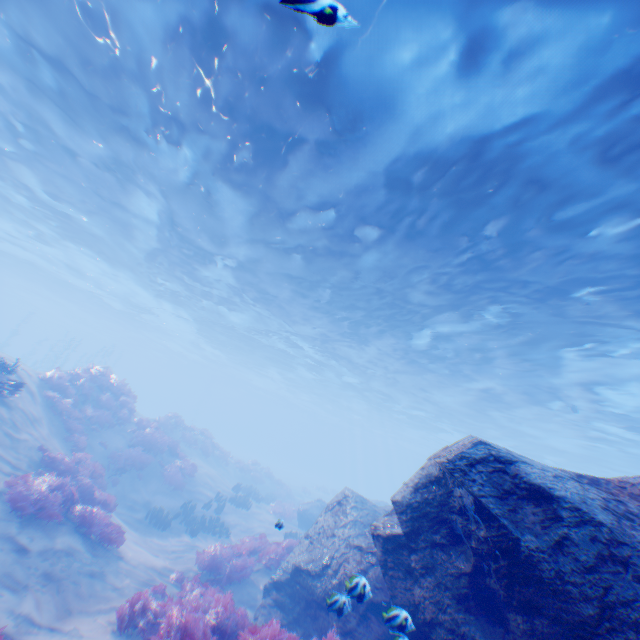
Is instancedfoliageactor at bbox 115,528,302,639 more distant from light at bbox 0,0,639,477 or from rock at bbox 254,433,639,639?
light at bbox 0,0,639,477

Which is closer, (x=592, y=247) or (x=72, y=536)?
(x=72, y=536)

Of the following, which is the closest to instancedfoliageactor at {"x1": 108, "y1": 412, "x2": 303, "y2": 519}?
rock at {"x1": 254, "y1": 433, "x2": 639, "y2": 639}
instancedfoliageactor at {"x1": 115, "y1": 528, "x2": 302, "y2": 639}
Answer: rock at {"x1": 254, "y1": 433, "x2": 639, "y2": 639}

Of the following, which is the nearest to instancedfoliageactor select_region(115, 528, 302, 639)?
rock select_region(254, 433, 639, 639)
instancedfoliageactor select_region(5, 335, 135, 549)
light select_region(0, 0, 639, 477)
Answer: rock select_region(254, 433, 639, 639)

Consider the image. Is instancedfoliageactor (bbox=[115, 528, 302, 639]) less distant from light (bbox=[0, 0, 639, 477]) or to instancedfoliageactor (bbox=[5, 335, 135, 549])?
light (bbox=[0, 0, 639, 477])

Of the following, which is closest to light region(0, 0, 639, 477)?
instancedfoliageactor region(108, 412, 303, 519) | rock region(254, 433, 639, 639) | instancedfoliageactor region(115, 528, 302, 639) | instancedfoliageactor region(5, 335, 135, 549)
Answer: rock region(254, 433, 639, 639)

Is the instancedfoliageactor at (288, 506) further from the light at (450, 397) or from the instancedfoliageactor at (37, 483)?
the light at (450, 397)

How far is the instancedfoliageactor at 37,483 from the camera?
8.12m
